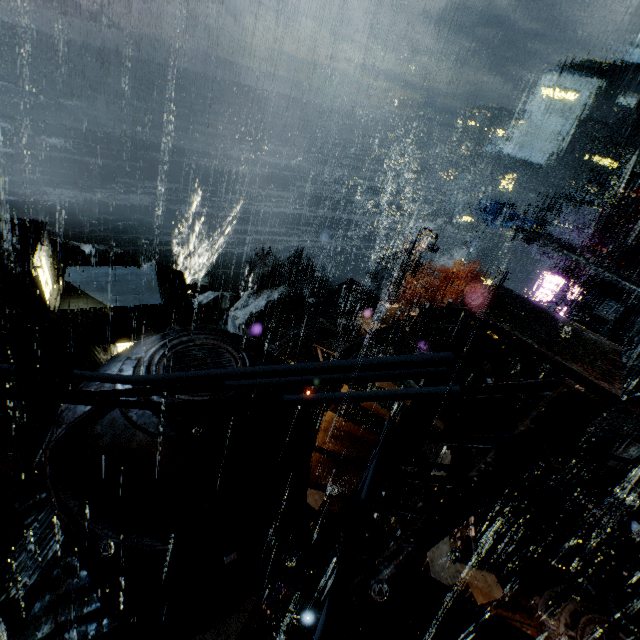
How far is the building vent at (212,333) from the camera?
4.95m

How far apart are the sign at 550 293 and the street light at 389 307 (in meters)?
15.52

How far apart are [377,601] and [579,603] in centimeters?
1007cm

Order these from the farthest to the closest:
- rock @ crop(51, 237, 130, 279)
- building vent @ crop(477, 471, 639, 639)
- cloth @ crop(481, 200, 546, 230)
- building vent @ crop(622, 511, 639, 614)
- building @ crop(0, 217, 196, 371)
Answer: rock @ crop(51, 237, 130, 279) < cloth @ crop(481, 200, 546, 230) < building @ crop(0, 217, 196, 371) < building vent @ crop(622, 511, 639, 614) < building vent @ crop(477, 471, 639, 639)

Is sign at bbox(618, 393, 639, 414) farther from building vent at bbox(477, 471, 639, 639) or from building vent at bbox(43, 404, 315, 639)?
building vent at bbox(43, 404, 315, 639)

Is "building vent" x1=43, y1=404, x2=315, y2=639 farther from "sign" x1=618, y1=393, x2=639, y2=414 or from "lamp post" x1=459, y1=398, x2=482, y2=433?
"sign" x1=618, y1=393, x2=639, y2=414

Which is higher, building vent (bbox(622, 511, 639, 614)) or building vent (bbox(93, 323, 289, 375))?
building vent (bbox(93, 323, 289, 375))

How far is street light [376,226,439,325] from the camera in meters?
21.7 m
